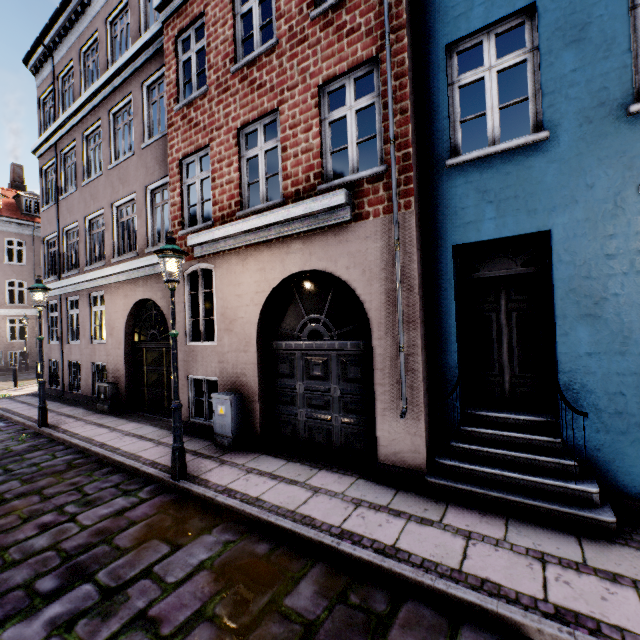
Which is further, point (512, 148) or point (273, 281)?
point (273, 281)

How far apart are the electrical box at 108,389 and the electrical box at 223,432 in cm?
535

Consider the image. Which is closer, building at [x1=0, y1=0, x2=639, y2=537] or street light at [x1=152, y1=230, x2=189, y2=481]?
building at [x1=0, y1=0, x2=639, y2=537]

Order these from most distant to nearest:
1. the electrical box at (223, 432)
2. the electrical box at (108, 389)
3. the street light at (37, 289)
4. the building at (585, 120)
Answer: the electrical box at (108, 389), the street light at (37, 289), the electrical box at (223, 432), the building at (585, 120)

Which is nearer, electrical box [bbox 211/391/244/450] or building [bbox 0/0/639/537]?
building [bbox 0/0/639/537]

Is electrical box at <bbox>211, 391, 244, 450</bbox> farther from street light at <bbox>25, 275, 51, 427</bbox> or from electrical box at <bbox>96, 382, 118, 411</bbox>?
electrical box at <bbox>96, 382, 118, 411</bbox>

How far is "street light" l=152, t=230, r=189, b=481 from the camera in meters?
5.1 m
